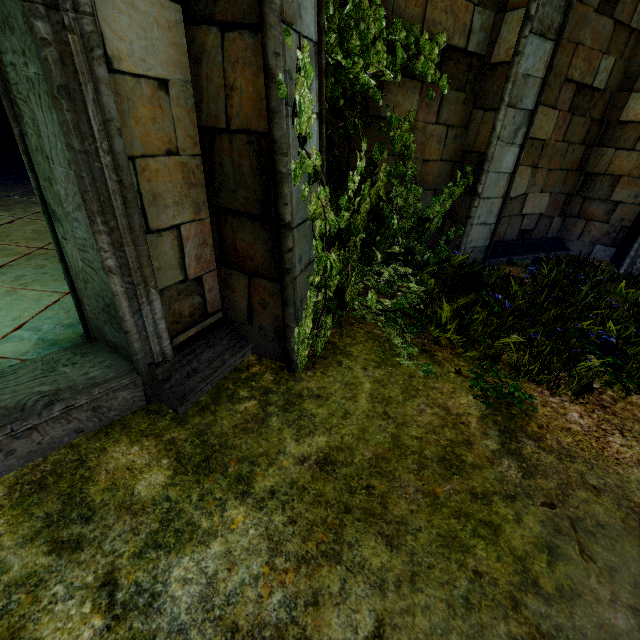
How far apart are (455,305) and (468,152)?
3.0 meters
